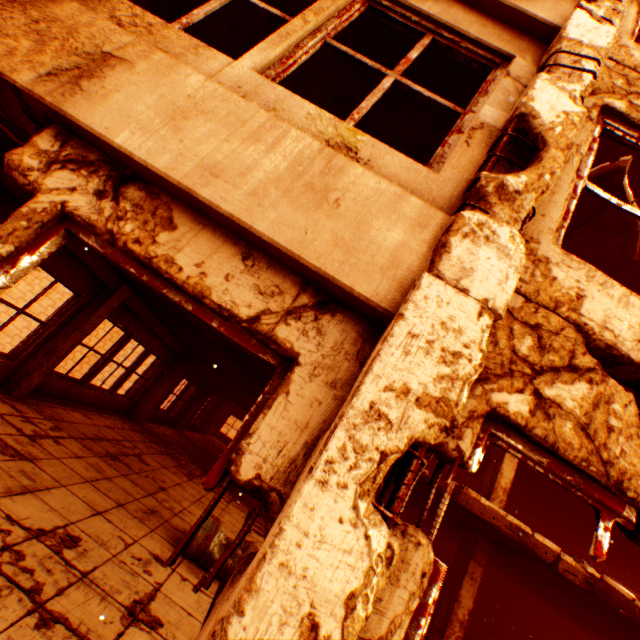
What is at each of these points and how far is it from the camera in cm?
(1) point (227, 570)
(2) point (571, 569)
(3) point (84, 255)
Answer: (1) metal barrel, 409
(2) floor rubble, 579
(3) wall corner piece, 530

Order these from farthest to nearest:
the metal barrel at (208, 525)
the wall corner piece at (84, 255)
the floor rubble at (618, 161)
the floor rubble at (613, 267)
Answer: the floor rubble at (613, 267), the floor rubble at (618, 161), the wall corner piece at (84, 255), the metal barrel at (208, 525)

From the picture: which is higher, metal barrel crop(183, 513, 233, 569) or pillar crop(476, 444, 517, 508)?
pillar crop(476, 444, 517, 508)

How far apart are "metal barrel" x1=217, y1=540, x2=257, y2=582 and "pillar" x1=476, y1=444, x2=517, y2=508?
6.1 meters

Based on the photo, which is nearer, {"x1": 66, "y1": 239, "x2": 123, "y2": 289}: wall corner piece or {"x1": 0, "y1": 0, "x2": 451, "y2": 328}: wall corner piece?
{"x1": 0, "y1": 0, "x2": 451, "y2": 328}: wall corner piece

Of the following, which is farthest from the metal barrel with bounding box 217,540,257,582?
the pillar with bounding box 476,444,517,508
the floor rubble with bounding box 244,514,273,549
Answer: the pillar with bounding box 476,444,517,508

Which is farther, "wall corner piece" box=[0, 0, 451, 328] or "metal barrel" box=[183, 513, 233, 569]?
"metal barrel" box=[183, 513, 233, 569]

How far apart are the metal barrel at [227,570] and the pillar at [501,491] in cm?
606
